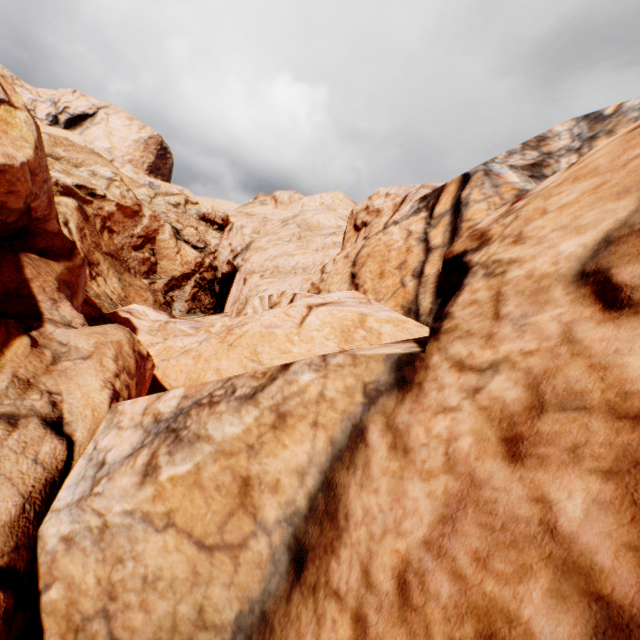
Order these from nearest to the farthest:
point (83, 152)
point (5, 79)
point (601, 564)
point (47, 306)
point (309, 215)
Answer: point (601, 564)
point (47, 306)
point (5, 79)
point (309, 215)
point (83, 152)
